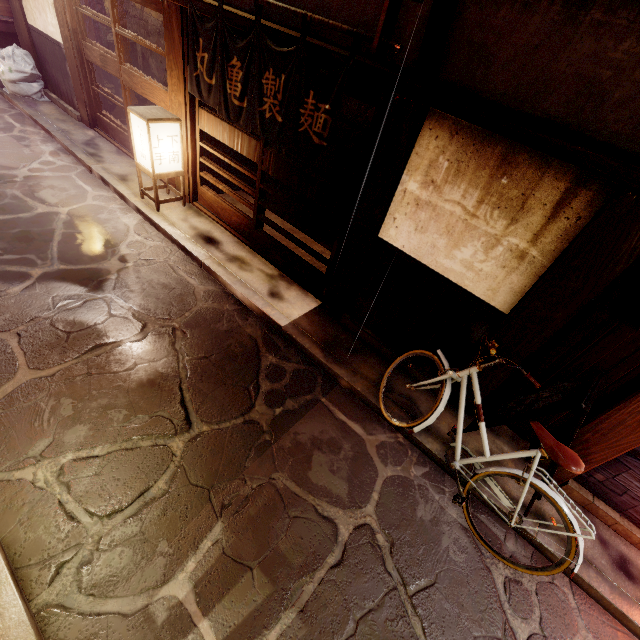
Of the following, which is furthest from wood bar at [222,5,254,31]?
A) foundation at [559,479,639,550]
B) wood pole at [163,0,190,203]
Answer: foundation at [559,479,639,550]

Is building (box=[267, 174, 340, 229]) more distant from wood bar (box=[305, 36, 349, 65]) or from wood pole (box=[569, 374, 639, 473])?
wood pole (box=[569, 374, 639, 473])

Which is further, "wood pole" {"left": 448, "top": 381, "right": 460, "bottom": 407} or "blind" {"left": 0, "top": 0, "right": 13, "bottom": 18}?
"blind" {"left": 0, "top": 0, "right": 13, "bottom": 18}

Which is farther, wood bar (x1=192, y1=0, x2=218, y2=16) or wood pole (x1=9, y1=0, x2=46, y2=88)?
wood pole (x1=9, y1=0, x2=46, y2=88)

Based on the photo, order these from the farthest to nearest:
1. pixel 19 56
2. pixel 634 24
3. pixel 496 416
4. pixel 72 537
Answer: pixel 19 56
pixel 496 416
pixel 72 537
pixel 634 24

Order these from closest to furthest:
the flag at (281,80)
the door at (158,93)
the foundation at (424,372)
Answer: the flag at (281,80) → the foundation at (424,372) → the door at (158,93)

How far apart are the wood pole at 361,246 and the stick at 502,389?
3.9m

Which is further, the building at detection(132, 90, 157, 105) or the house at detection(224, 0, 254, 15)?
the building at detection(132, 90, 157, 105)
